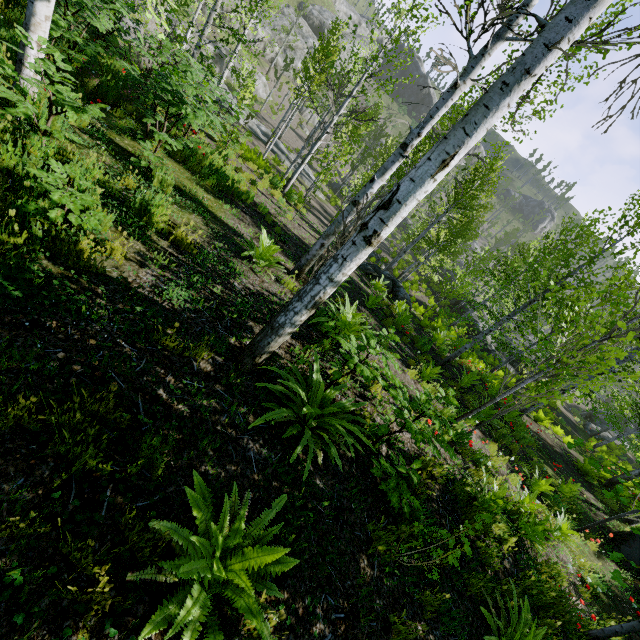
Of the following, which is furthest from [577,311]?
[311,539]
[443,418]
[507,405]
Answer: [311,539]

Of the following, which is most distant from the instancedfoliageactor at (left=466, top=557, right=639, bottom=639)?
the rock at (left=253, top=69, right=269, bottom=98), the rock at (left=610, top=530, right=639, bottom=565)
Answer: the rock at (left=253, top=69, right=269, bottom=98)

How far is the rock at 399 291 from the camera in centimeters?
1430cm

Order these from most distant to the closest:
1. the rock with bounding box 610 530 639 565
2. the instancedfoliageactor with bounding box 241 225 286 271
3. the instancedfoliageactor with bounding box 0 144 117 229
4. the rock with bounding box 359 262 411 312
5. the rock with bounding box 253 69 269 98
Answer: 1. the rock with bounding box 253 69 269 98
2. the rock with bounding box 359 262 411 312
3. the rock with bounding box 610 530 639 565
4. the instancedfoliageactor with bounding box 241 225 286 271
5. the instancedfoliageactor with bounding box 0 144 117 229

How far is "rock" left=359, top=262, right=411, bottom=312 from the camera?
14.30m

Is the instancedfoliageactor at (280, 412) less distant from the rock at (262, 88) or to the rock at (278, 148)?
the rock at (262, 88)

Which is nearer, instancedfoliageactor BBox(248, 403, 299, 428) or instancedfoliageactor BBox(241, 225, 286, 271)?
instancedfoliageactor BBox(248, 403, 299, 428)

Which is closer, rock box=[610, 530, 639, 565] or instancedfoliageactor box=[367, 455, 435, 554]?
instancedfoliageactor box=[367, 455, 435, 554]
